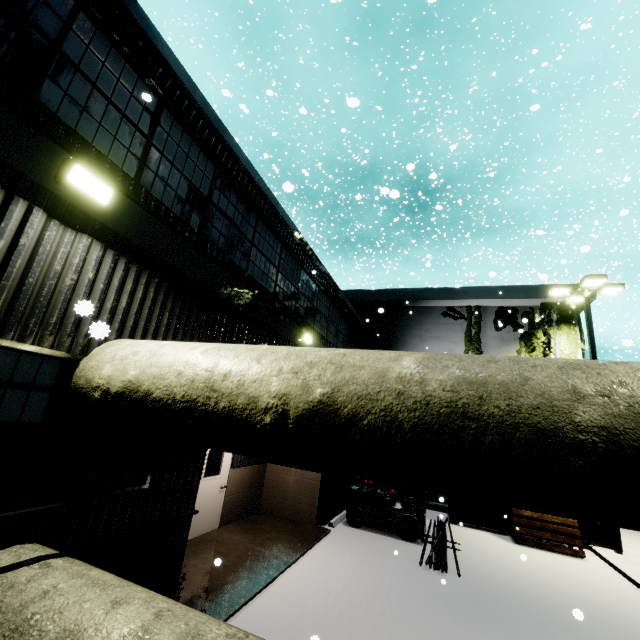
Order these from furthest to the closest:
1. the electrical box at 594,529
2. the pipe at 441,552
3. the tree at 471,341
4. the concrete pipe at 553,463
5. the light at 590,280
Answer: the tree at 471,341 < the light at 590,280 < the electrical box at 594,529 < the pipe at 441,552 < the concrete pipe at 553,463

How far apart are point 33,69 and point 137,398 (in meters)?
3.42

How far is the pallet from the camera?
10.6m

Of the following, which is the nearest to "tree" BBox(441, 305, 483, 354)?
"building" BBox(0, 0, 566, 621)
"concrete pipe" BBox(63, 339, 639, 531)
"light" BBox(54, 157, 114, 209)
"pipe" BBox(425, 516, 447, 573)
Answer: "building" BBox(0, 0, 566, 621)

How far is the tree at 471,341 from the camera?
16.59m

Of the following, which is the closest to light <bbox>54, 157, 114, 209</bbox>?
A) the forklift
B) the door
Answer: the forklift

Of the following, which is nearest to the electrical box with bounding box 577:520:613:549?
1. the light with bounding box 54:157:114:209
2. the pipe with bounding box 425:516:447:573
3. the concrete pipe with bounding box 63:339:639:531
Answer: the pipe with bounding box 425:516:447:573

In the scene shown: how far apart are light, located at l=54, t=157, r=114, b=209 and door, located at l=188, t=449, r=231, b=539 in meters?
6.1 m
